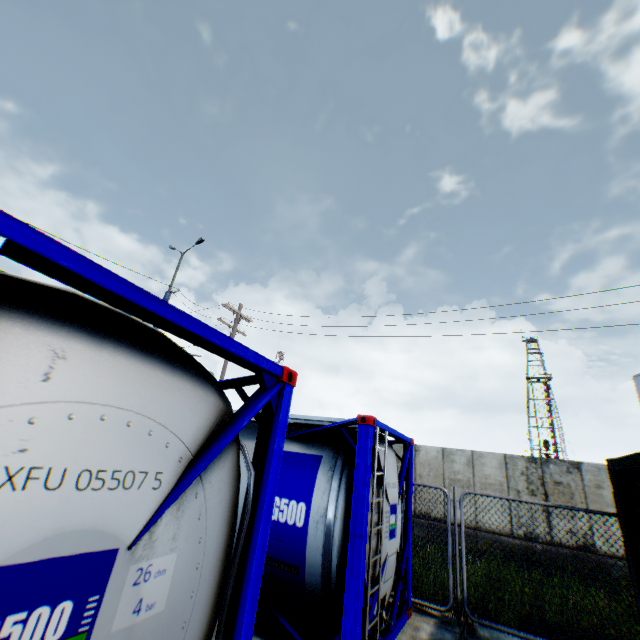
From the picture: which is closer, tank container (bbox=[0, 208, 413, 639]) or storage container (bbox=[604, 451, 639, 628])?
tank container (bbox=[0, 208, 413, 639])

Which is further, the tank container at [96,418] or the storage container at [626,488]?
the storage container at [626,488]

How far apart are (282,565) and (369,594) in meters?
1.2 m
